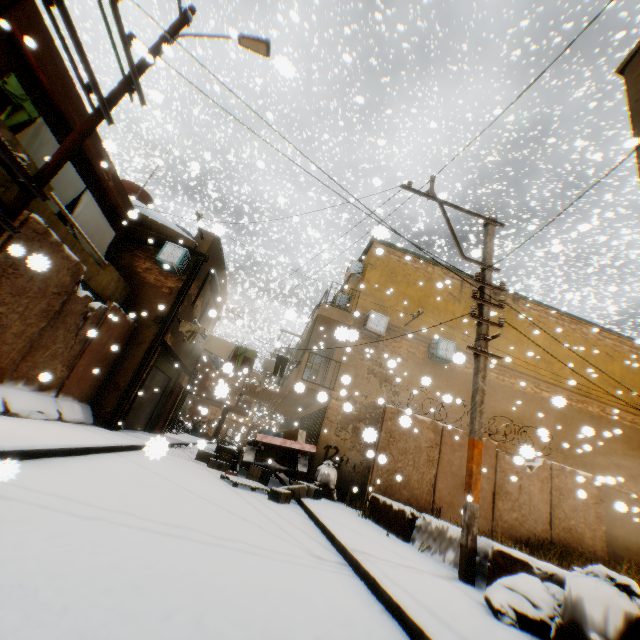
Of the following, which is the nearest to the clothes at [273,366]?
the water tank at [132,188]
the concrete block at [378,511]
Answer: the concrete block at [378,511]

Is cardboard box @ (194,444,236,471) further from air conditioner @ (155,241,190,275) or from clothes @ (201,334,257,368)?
air conditioner @ (155,241,190,275)

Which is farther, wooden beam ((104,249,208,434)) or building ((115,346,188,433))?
building ((115,346,188,433))

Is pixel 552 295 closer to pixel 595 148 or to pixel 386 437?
pixel 595 148

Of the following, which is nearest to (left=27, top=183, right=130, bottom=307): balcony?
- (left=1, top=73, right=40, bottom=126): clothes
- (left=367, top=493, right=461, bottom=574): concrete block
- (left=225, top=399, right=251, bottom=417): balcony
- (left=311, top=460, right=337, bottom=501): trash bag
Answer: (left=1, top=73, right=40, bottom=126): clothes

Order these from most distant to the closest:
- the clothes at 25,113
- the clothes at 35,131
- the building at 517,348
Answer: the building at 517,348
the clothes at 35,131
the clothes at 25,113

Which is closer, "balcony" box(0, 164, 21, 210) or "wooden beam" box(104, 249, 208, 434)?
"balcony" box(0, 164, 21, 210)

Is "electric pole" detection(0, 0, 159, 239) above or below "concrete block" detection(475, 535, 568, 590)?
above
